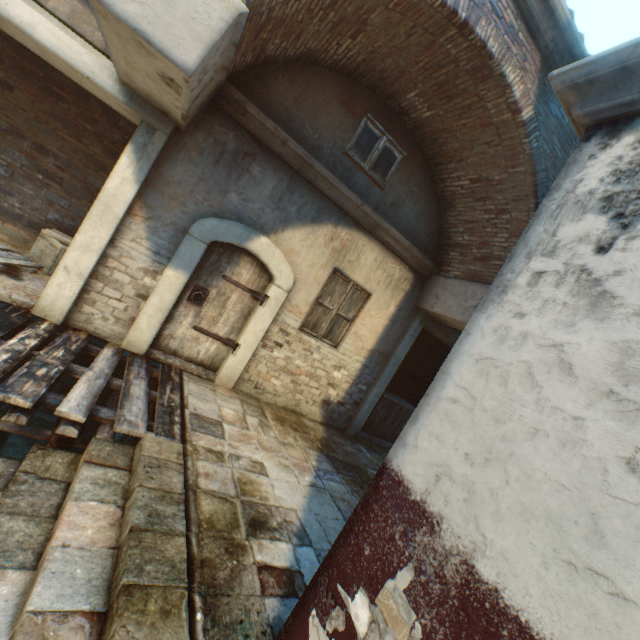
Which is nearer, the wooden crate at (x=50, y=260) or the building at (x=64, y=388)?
the building at (x=64, y=388)

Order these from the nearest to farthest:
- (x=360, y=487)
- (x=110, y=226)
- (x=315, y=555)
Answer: (x=315, y=555) < (x=110, y=226) < (x=360, y=487)

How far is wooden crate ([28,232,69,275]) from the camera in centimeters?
539cm

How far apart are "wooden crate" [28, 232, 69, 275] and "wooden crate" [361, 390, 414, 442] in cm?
616

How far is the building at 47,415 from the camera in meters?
4.5 m

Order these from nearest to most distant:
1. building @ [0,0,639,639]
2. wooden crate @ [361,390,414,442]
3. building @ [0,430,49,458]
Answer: building @ [0,0,639,639]
building @ [0,430,49,458]
wooden crate @ [361,390,414,442]

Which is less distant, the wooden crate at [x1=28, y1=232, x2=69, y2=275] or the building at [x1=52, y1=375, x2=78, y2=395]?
the building at [x1=52, y1=375, x2=78, y2=395]

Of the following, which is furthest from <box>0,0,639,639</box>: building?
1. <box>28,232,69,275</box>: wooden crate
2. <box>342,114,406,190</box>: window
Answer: <box>28,232,69,275</box>: wooden crate
